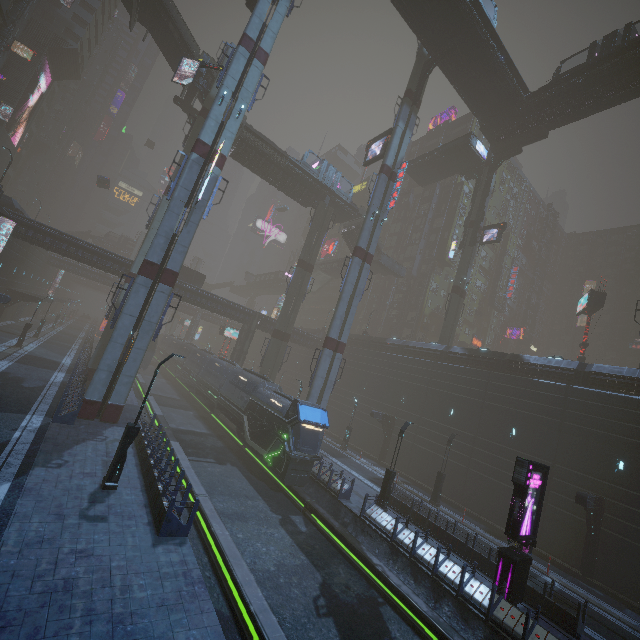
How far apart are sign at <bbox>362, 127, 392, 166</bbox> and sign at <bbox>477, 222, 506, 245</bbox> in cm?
1663

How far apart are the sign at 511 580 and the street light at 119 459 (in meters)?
14.83

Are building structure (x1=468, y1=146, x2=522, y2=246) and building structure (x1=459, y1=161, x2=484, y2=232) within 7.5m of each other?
yes

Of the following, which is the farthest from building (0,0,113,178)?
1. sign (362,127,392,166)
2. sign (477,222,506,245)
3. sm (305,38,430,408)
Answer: sign (477,222,506,245)

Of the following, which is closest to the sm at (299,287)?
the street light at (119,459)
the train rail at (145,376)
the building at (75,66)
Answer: the building at (75,66)

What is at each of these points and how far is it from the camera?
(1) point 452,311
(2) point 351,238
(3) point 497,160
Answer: (1) sm, 38.8 meters
(2) bridge, 47.5 meters
(3) building structure, 41.2 meters

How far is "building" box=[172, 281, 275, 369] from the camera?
38.9 meters

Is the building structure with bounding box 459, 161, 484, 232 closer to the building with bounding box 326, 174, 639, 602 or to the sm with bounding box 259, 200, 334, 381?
the sm with bounding box 259, 200, 334, 381
